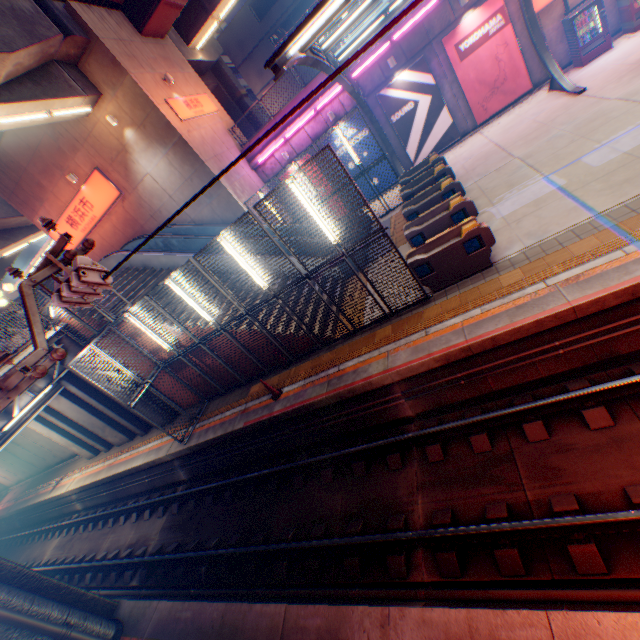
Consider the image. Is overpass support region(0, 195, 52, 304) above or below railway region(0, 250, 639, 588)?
above

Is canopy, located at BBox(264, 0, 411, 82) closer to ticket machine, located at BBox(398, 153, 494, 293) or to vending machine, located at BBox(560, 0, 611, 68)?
vending machine, located at BBox(560, 0, 611, 68)

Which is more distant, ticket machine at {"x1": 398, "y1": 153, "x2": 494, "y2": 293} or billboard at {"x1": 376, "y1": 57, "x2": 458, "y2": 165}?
billboard at {"x1": 376, "y1": 57, "x2": 458, "y2": 165}

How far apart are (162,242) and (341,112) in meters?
11.9

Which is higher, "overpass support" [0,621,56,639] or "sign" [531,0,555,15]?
"sign" [531,0,555,15]

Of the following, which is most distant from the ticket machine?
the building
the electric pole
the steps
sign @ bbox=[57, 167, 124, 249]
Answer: the building

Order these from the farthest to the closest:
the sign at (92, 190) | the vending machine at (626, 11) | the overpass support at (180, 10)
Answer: the sign at (92, 190) → the vending machine at (626, 11) → the overpass support at (180, 10)

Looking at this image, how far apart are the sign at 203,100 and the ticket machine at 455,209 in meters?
13.0
